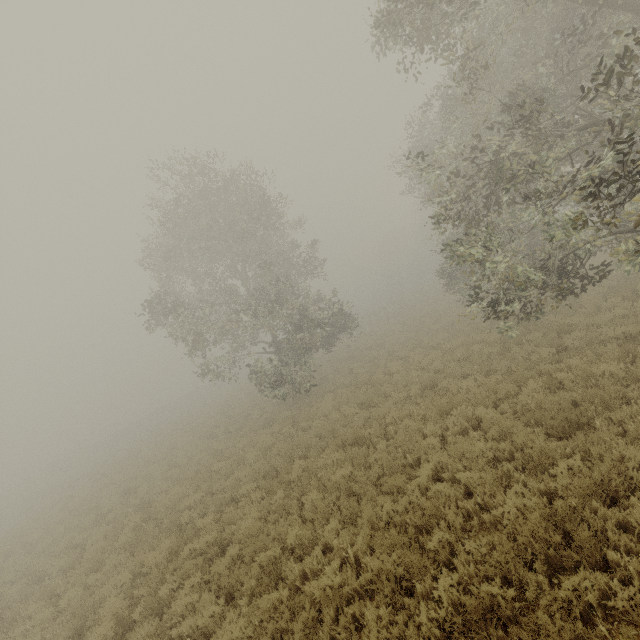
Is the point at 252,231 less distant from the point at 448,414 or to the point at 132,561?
the point at 448,414
